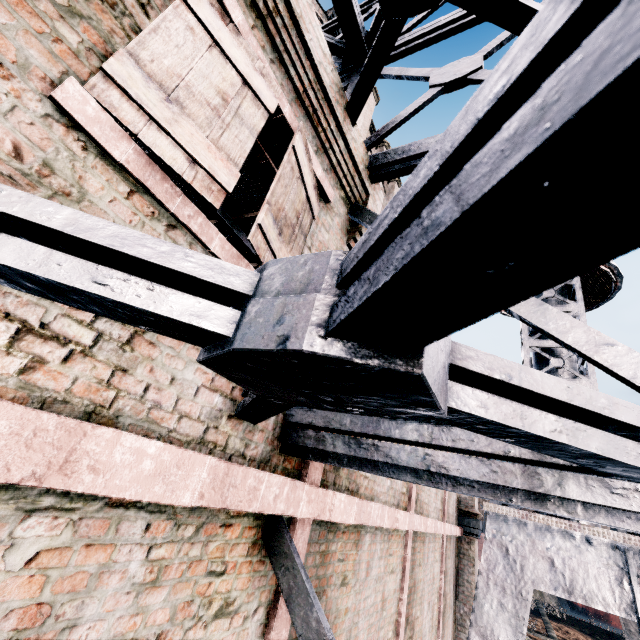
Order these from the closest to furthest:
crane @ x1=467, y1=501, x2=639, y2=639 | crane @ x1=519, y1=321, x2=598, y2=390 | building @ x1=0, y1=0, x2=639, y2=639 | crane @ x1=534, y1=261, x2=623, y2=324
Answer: building @ x1=0, y1=0, x2=639, y2=639
crane @ x1=467, y1=501, x2=639, y2=639
crane @ x1=519, y1=321, x2=598, y2=390
crane @ x1=534, y1=261, x2=623, y2=324

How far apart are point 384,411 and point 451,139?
0.88m

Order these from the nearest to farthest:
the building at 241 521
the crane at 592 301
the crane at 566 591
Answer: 1. the building at 241 521
2. the crane at 566 591
3. the crane at 592 301

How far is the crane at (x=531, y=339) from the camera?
7.20m

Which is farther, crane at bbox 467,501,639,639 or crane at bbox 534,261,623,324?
Answer: crane at bbox 534,261,623,324

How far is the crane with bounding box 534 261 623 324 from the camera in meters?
8.0 m
